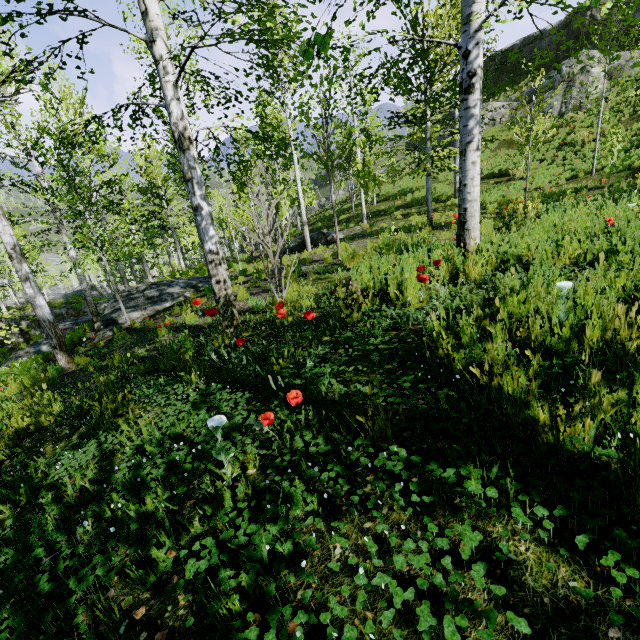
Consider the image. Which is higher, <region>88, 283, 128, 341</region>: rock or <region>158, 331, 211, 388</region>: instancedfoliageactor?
<region>158, 331, 211, 388</region>: instancedfoliageactor

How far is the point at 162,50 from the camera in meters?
4.1 m

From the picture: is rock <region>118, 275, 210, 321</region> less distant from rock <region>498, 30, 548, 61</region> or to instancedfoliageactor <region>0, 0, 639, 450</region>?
rock <region>498, 30, 548, 61</region>

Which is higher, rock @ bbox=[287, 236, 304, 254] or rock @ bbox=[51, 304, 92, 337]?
rock @ bbox=[287, 236, 304, 254]

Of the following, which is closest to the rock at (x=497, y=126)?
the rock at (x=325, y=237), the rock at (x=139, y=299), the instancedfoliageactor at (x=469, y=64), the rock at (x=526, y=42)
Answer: the rock at (x=526, y=42)

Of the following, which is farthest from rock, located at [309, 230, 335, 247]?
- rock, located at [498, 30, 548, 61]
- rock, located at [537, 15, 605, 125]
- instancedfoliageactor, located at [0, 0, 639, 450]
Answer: instancedfoliageactor, located at [0, 0, 639, 450]

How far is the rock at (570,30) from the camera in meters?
21.7

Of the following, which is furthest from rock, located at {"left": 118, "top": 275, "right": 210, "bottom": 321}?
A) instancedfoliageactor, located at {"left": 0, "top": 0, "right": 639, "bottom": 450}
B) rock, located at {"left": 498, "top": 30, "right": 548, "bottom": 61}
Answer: instancedfoliageactor, located at {"left": 0, "top": 0, "right": 639, "bottom": 450}
